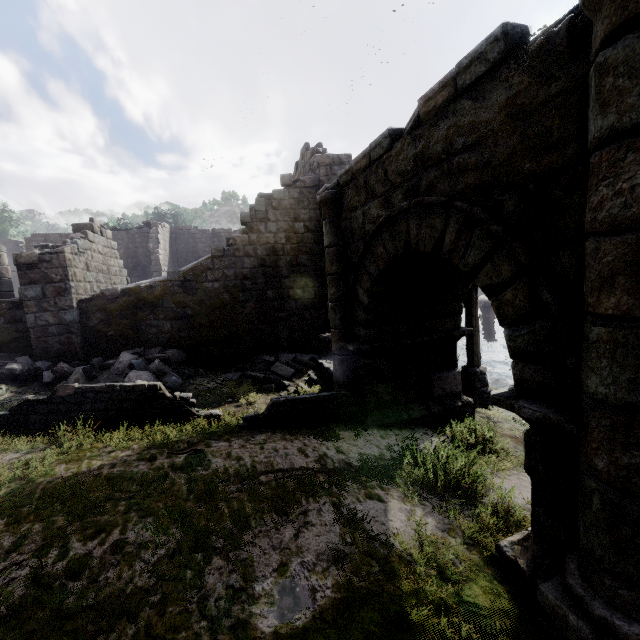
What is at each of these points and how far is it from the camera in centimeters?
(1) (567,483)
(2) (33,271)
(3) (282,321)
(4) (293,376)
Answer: (1) stone arch, 312cm
(2) building, 979cm
(3) stone arch, 1212cm
(4) rubble, 1009cm

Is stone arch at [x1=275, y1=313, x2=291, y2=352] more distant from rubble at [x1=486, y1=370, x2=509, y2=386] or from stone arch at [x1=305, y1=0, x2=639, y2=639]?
rubble at [x1=486, y1=370, x2=509, y2=386]

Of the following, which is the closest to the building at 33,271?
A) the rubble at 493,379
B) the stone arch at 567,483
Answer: the stone arch at 567,483

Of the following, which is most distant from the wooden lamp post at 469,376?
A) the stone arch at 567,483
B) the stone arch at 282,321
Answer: the stone arch at 282,321

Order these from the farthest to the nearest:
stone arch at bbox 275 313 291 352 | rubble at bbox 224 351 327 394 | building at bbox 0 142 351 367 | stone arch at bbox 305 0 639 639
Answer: stone arch at bbox 275 313 291 352
building at bbox 0 142 351 367
rubble at bbox 224 351 327 394
stone arch at bbox 305 0 639 639

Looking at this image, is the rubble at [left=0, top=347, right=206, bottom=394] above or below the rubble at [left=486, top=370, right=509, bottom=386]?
above

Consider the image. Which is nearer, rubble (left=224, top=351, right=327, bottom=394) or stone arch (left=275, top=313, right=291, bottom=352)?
rubble (left=224, top=351, right=327, bottom=394)
